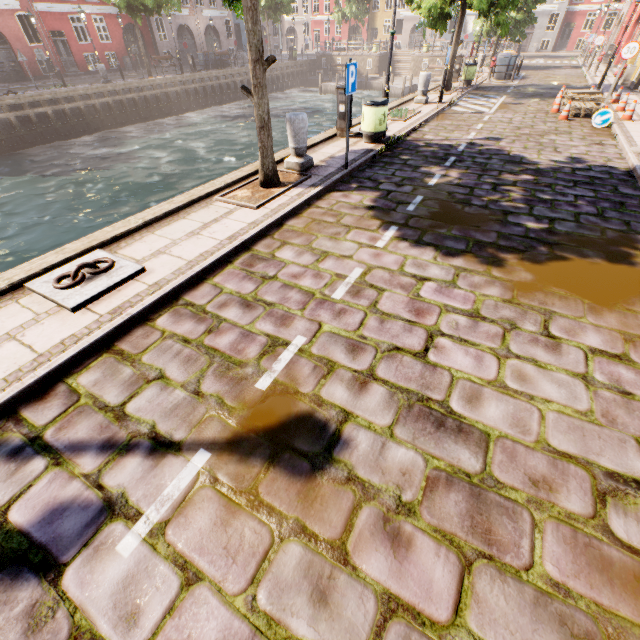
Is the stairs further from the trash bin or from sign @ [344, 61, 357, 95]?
sign @ [344, 61, 357, 95]

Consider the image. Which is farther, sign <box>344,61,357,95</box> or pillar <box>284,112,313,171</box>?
A: pillar <box>284,112,313,171</box>

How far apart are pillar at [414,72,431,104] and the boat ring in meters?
14.6 m

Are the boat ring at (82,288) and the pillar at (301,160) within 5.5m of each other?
yes

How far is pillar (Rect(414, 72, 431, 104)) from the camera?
13.3 meters

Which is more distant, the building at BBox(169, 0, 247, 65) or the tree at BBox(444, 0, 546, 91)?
the building at BBox(169, 0, 247, 65)

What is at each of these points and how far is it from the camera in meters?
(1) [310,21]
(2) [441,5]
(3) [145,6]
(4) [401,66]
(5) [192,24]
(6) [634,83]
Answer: (1) building, 52.7
(2) tree, 13.2
(3) tree, 21.3
(4) stairs, 37.8
(5) building, 34.3
(6) building, 16.2

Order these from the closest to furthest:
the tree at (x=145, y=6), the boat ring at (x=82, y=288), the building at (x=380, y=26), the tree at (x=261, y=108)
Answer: the boat ring at (x=82, y=288), the tree at (x=261, y=108), the tree at (x=145, y=6), the building at (x=380, y=26)
